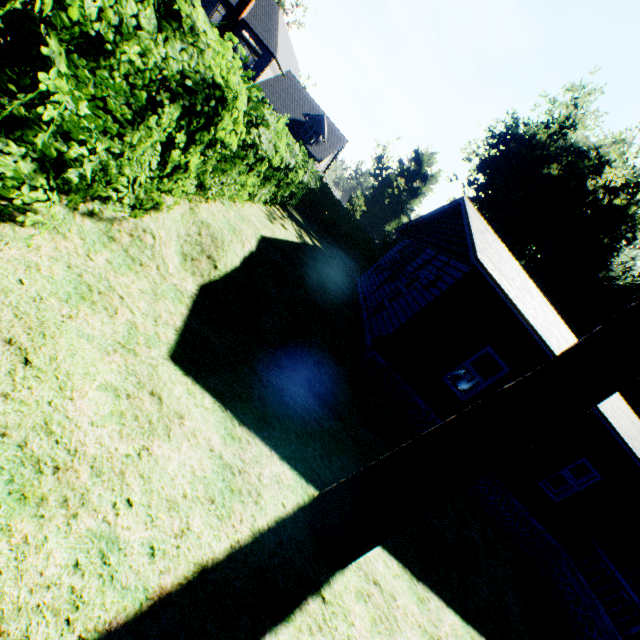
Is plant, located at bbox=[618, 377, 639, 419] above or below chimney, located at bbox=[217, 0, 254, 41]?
above

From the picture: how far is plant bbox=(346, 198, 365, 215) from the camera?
44.19m

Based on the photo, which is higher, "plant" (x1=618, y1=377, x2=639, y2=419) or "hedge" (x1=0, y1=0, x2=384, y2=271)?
"plant" (x1=618, y1=377, x2=639, y2=419)

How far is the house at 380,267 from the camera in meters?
8.5

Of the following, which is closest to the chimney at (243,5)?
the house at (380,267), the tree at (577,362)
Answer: the house at (380,267)

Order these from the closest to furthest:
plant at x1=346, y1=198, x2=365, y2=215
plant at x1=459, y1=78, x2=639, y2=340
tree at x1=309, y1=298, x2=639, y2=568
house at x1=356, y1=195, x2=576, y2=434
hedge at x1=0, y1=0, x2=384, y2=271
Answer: hedge at x1=0, y1=0, x2=384, y2=271, tree at x1=309, y1=298, x2=639, y2=568, house at x1=356, y1=195, x2=576, y2=434, plant at x1=459, y1=78, x2=639, y2=340, plant at x1=346, y1=198, x2=365, y2=215

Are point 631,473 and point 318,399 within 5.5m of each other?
no

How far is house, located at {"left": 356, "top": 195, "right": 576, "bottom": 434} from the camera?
8.5m
